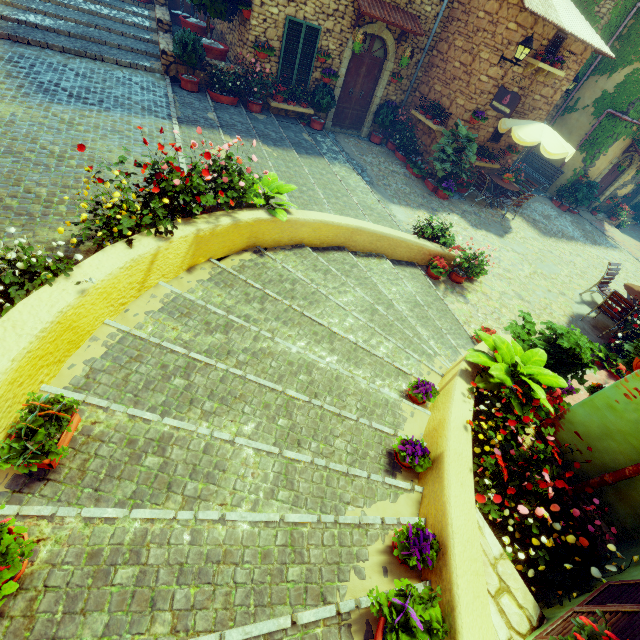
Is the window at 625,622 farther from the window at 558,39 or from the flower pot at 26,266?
the window at 558,39

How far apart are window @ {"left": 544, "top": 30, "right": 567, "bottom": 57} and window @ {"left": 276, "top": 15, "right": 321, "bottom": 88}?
6.9 meters

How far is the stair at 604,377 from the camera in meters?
6.3

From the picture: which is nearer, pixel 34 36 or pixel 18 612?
pixel 18 612

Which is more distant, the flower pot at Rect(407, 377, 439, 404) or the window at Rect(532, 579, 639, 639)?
the flower pot at Rect(407, 377, 439, 404)

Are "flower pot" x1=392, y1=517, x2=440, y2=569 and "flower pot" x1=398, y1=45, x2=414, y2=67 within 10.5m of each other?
no

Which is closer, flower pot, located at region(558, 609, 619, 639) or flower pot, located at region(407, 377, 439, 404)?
flower pot, located at region(558, 609, 619, 639)

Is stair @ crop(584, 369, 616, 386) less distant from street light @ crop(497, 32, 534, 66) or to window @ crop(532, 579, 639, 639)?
window @ crop(532, 579, 639, 639)
